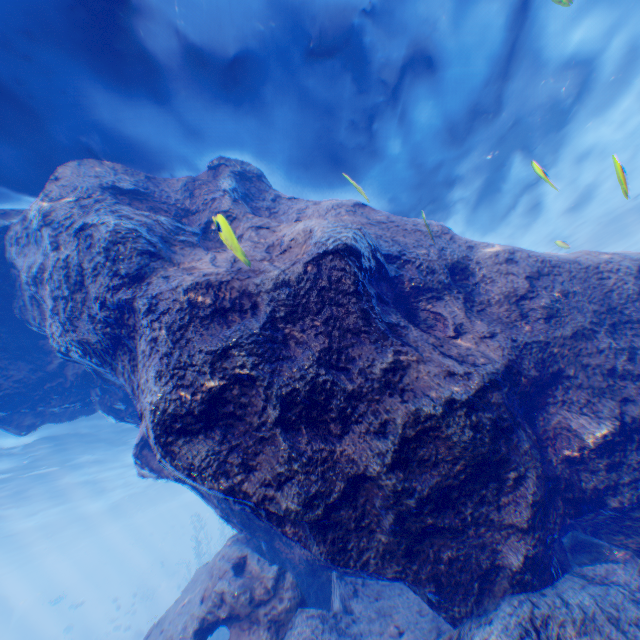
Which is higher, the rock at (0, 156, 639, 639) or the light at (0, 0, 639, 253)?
the light at (0, 0, 639, 253)

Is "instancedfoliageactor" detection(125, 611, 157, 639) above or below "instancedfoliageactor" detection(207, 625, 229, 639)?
below

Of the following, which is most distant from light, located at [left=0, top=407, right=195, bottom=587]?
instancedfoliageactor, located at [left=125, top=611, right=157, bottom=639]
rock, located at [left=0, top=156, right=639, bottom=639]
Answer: instancedfoliageactor, located at [left=125, top=611, right=157, bottom=639]

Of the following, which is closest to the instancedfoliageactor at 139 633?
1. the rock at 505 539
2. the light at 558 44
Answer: the rock at 505 539

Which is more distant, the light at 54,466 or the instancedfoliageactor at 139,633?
the instancedfoliageactor at 139,633

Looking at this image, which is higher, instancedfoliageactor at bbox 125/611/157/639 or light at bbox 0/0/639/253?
light at bbox 0/0/639/253

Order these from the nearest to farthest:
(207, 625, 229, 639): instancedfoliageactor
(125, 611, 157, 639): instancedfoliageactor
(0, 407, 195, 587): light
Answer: (207, 625, 229, 639): instancedfoliageactor < (0, 407, 195, 587): light < (125, 611, 157, 639): instancedfoliageactor

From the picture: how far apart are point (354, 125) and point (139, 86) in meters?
4.7 m
